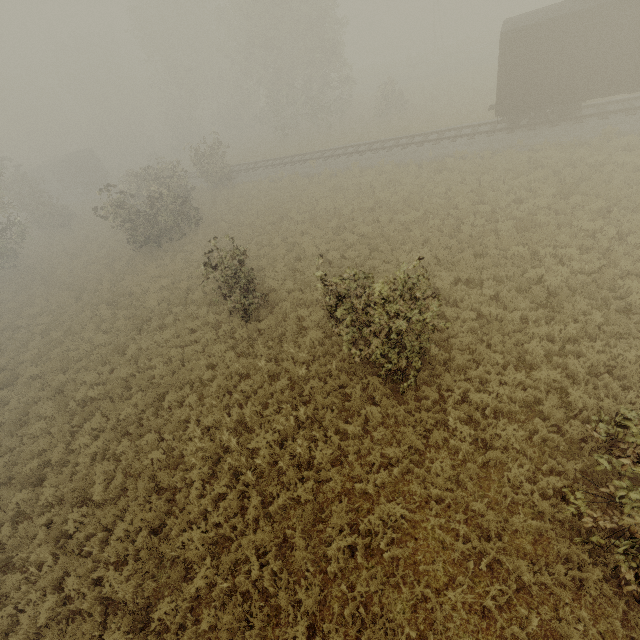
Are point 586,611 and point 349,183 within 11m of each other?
no

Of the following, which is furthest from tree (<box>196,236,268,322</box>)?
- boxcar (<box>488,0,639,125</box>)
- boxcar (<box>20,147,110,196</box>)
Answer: boxcar (<box>20,147,110,196</box>)

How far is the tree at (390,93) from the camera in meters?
28.8

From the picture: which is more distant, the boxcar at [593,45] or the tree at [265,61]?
the tree at [265,61]

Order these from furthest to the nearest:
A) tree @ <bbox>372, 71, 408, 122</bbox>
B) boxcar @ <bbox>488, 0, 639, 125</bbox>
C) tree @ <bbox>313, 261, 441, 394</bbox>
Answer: tree @ <bbox>372, 71, 408, 122</bbox> < boxcar @ <bbox>488, 0, 639, 125</bbox> < tree @ <bbox>313, 261, 441, 394</bbox>

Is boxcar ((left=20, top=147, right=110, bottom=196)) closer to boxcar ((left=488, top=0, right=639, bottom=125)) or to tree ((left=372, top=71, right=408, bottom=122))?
tree ((left=372, top=71, right=408, bottom=122))

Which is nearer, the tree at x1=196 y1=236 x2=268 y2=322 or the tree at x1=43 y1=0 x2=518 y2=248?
the tree at x1=196 y1=236 x2=268 y2=322
